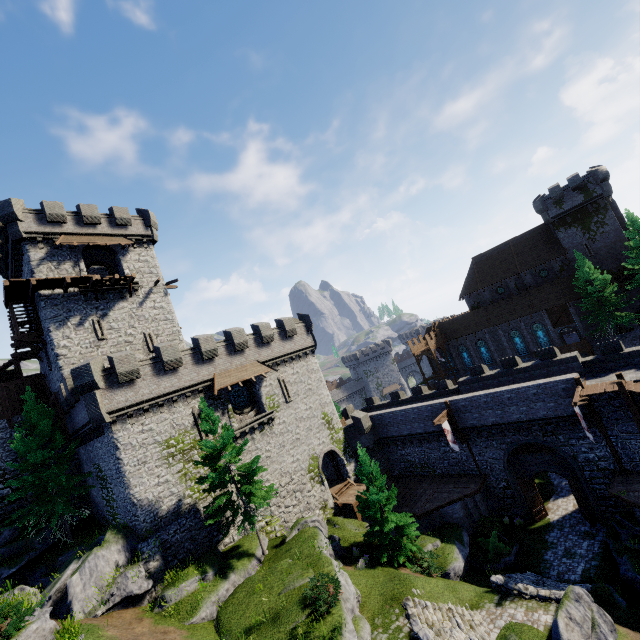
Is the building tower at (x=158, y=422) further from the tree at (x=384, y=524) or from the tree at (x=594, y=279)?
the tree at (x=594, y=279)

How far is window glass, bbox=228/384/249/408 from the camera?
27.5 meters

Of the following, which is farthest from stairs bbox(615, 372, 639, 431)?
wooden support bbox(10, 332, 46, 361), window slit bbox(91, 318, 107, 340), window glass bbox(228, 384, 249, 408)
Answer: wooden support bbox(10, 332, 46, 361)

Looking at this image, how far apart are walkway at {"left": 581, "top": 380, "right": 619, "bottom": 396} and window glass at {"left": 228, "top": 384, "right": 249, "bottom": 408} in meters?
24.8 m

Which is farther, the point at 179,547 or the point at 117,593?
the point at 179,547

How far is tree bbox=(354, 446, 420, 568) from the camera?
21.6m

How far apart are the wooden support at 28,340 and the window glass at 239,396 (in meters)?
15.69

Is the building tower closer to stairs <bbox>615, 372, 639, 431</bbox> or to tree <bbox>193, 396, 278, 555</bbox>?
tree <bbox>193, 396, 278, 555</bbox>
